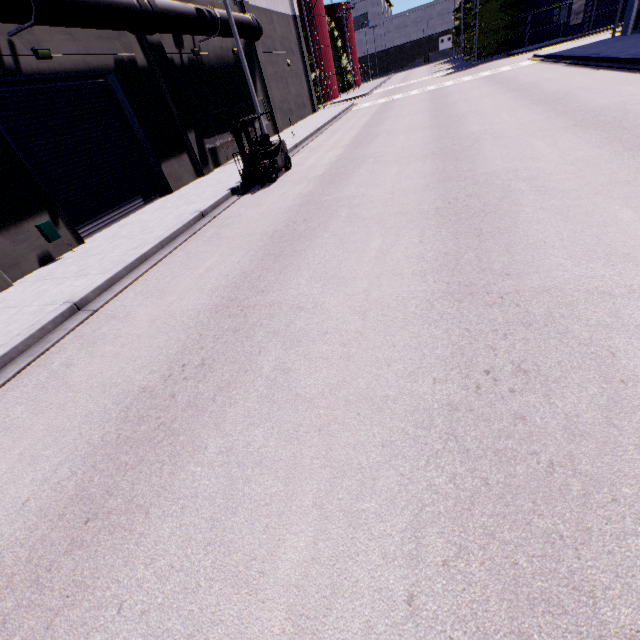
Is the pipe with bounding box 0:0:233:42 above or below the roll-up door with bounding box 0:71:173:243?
above

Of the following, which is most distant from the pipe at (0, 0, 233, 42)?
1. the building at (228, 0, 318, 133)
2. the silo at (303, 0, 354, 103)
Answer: the silo at (303, 0, 354, 103)

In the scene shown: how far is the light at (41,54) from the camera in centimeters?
939cm

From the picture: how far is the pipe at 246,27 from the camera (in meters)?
17.22

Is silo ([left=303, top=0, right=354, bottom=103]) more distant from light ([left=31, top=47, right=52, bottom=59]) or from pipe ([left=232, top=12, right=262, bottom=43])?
light ([left=31, top=47, right=52, bottom=59])

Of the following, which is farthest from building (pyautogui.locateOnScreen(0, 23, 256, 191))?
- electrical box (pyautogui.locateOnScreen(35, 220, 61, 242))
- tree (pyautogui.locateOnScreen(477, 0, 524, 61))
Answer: tree (pyautogui.locateOnScreen(477, 0, 524, 61))

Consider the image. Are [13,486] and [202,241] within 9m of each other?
yes

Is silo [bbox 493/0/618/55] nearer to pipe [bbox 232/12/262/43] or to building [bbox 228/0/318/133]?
building [bbox 228/0/318/133]
